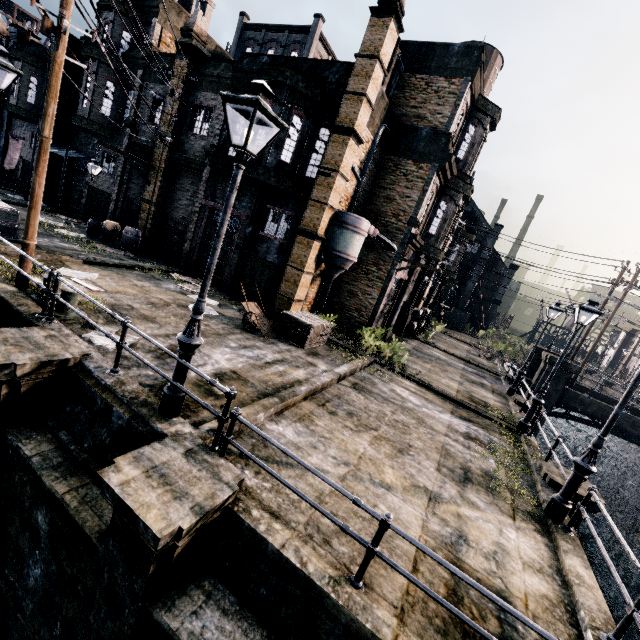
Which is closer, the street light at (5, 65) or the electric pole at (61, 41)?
the electric pole at (61, 41)

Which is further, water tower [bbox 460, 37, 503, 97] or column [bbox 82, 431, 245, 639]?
water tower [bbox 460, 37, 503, 97]

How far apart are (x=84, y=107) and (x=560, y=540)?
31.05m

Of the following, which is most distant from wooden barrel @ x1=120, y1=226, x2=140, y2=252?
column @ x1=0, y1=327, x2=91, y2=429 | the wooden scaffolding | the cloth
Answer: the wooden scaffolding

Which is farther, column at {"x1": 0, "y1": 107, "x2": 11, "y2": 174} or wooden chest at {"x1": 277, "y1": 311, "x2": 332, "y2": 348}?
column at {"x1": 0, "y1": 107, "x2": 11, "y2": 174}

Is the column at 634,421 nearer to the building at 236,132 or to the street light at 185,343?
the building at 236,132

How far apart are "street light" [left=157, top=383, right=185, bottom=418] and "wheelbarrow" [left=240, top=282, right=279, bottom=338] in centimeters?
656cm

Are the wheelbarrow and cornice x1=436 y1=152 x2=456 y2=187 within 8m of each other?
no
